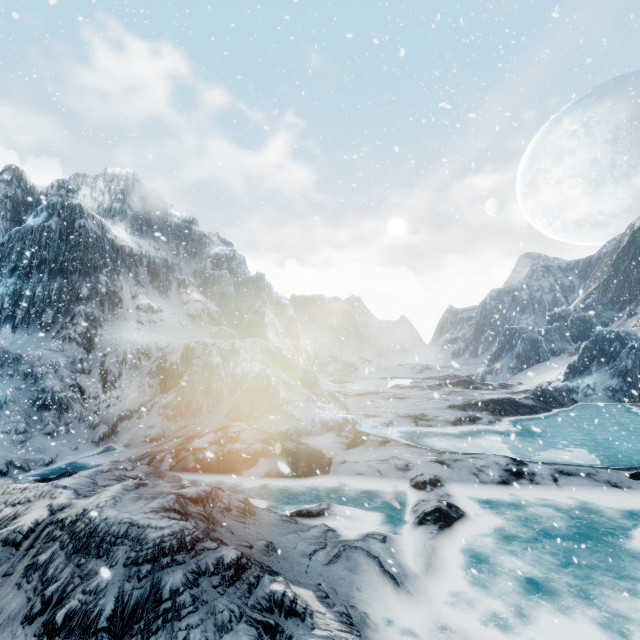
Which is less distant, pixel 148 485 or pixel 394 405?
pixel 148 485
